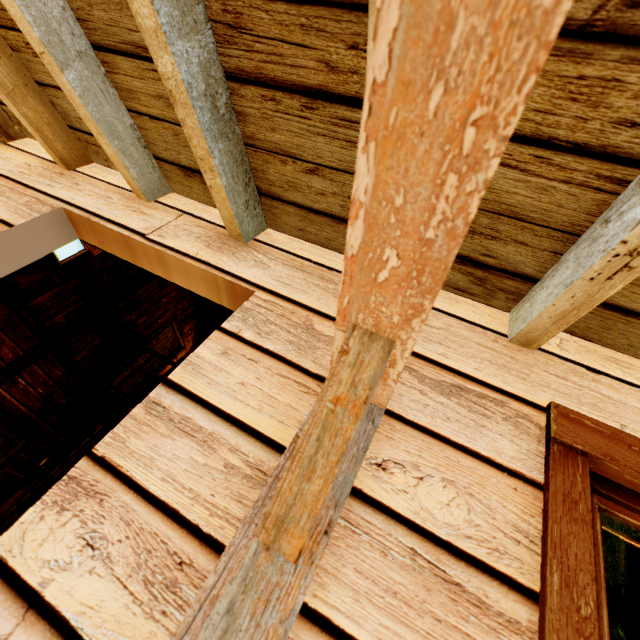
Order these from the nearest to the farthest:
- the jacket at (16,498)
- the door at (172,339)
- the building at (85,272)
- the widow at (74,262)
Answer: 1. the building at (85,272)
2. the widow at (74,262)
3. the jacket at (16,498)
4. the door at (172,339)

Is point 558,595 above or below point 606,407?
below

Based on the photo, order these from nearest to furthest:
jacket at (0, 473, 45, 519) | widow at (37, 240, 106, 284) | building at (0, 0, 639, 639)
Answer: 1. building at (0, 0, 639, 639)
2. widow at (37, 240, 106, 284)
3. jacket at (0, 473, 45, 519)

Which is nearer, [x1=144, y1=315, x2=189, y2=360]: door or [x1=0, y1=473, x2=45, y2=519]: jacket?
[x1=0, y1=473, x2=45, y2=519]: jacket

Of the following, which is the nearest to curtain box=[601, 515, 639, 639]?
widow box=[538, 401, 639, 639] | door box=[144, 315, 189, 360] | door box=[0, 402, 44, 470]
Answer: widow box=[538, 401, 639, 639]

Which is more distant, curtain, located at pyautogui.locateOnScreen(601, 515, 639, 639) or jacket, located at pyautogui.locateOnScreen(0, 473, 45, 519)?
jacket, located at pyautogui.locateOnScreen(0, 473, 45, 519)

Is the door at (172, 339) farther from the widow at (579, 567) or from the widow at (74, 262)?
the widow at (579, 567)

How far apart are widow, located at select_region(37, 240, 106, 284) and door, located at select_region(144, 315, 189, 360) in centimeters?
219cm
